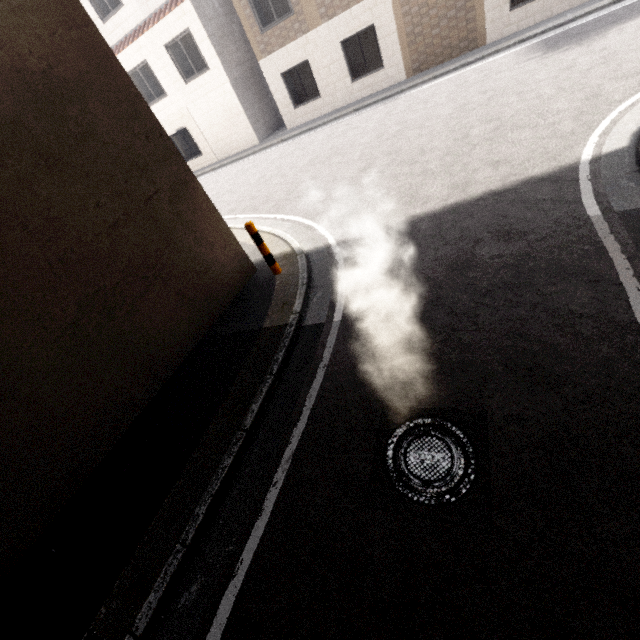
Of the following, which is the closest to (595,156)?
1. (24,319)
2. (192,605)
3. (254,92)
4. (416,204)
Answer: (416,204)

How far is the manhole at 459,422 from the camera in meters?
2.5 m

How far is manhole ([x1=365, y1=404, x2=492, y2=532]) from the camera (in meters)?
2.48
